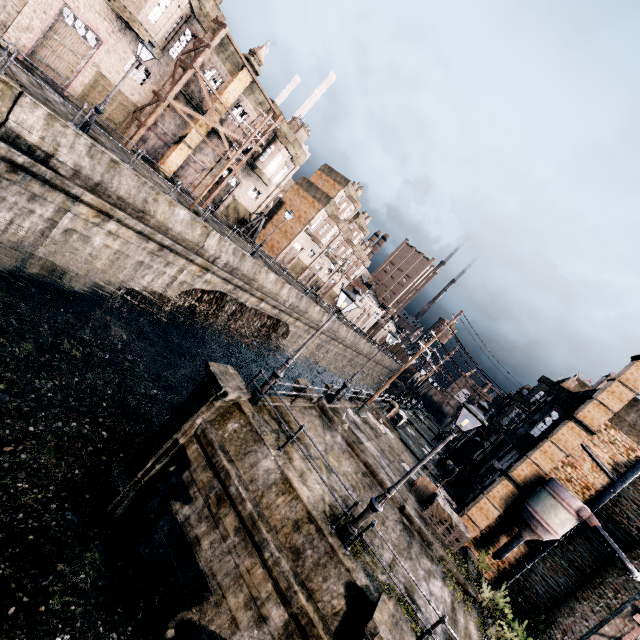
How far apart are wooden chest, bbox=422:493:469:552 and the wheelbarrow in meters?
0.1 m

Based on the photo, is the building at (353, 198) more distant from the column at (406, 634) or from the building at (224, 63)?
the column at (406, 634)

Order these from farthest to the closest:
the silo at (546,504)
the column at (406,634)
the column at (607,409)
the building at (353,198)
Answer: the building at (353,198), the column at (607,409), the silo at (546,504), the column at (406,634)

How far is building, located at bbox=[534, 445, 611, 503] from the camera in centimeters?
1630cm

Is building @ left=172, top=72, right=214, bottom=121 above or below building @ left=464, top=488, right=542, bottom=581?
above

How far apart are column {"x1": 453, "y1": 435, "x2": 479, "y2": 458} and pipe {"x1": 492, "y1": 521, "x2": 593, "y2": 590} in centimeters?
2244cm

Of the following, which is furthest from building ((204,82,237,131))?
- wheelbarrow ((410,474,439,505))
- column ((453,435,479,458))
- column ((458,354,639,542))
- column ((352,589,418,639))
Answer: column ((453,435,479,458))

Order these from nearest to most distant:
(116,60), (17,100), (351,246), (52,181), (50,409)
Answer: (50,409) → (17,100) → (52,181) → (116,60) → (351,246)
